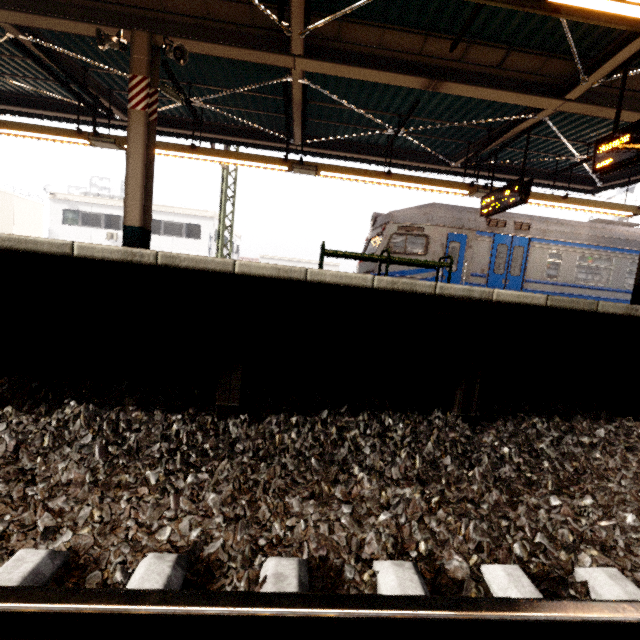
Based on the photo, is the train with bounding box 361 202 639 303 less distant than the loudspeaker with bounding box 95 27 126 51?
No

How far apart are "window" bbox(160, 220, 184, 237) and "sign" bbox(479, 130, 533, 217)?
22.25m

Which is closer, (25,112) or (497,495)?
(497,495)

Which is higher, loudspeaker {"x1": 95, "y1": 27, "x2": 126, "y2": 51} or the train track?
loudspeaker {"x1": 95, "y1": 27, "x2": 126, "y2": 51}

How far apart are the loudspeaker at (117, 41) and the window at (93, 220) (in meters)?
23.16

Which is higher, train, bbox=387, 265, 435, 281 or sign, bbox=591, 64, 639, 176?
sign, bbox=591, 64, 639, 176

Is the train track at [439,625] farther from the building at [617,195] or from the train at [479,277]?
the building at [617,195]

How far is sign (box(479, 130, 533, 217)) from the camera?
6.87m
